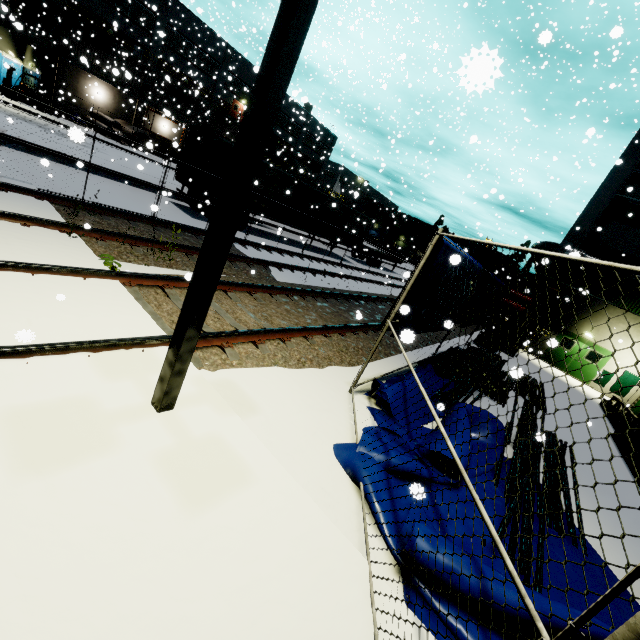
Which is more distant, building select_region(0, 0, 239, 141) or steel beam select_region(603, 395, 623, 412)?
building select_region(0, 0, 239, 141)

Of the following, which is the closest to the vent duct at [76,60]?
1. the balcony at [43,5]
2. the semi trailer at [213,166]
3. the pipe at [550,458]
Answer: the balcony at [43,5]

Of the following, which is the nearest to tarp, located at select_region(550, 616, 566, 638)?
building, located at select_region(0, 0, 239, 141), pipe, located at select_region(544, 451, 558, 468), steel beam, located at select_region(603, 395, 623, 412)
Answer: pipe, located at select_region(544, 451, 558, 468)

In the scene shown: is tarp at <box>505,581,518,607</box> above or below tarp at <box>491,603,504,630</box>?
above

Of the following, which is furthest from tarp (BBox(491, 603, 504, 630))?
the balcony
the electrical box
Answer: the electrical box

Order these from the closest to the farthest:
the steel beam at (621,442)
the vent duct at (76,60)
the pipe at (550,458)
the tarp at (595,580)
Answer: the tarp at (595,580) → the pipe at (550,458) → the steel beam at (621,442) → the vent duct at (76,60)

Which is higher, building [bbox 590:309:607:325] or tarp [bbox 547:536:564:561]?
building [bbox 590:309:607:325]

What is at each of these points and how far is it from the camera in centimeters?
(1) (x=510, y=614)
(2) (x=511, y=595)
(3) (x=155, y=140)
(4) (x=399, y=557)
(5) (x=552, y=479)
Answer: (1) tarp, 276cm
(2) tarp, 282cm
(3) tarp, 3092cm
(4) tarp, 312cm
(5) pipe, 624cm
